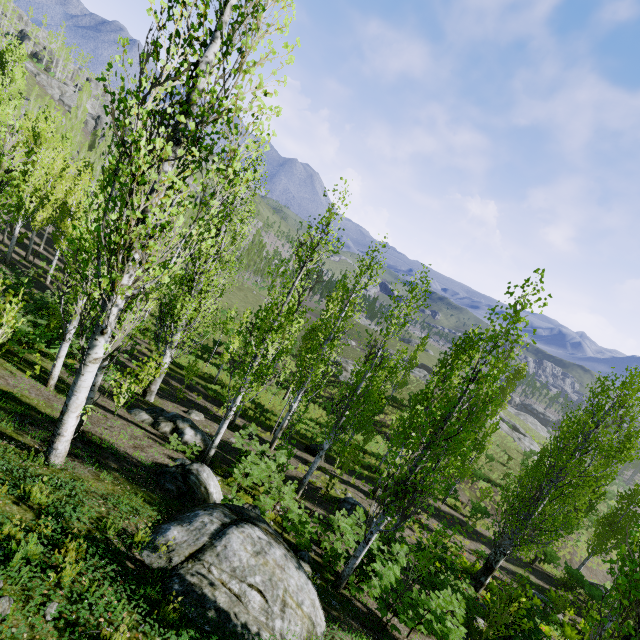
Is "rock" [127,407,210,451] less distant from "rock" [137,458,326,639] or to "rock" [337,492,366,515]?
"rock" [137,458,326,639]

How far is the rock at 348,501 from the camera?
15.2m

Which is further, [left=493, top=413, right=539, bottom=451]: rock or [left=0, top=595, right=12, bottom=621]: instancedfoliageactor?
[left=493, top=413, right=539, bottom=451]: rock

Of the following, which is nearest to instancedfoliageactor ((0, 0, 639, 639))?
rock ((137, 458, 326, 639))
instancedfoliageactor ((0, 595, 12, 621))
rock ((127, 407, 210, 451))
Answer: rock ((127, 407, 210, 451))

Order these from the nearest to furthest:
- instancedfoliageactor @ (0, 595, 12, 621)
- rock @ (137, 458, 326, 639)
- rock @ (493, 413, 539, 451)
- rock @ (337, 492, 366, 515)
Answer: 1. instancedfoliageactor @ (0, 595, 12, 621)
2. rock @ (137, 458, 326, 639)
3. rock @ (337, 492, 366, 515)
4. rock @ (493, 413, 539, 451)

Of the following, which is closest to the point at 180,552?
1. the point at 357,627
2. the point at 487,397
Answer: the point at 357,627

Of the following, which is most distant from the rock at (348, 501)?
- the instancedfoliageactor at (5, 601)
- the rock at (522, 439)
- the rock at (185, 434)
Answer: the rock at (522, 439)

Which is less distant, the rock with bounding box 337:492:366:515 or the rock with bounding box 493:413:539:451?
the rock with bounding box 337:492:366:515
